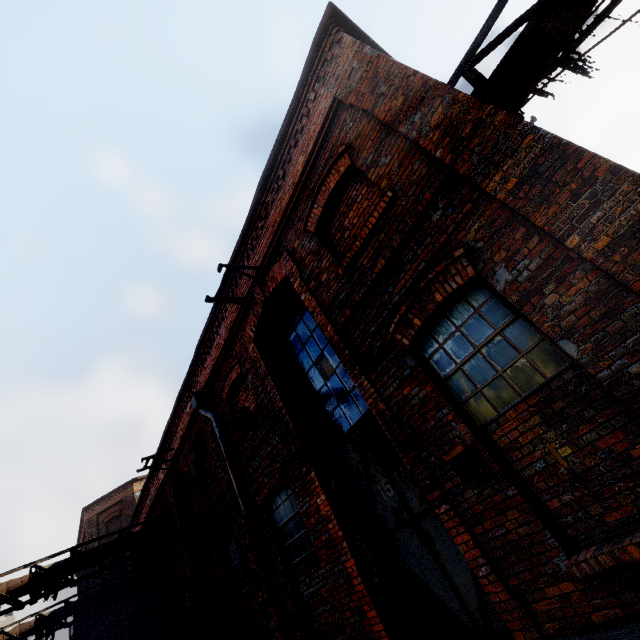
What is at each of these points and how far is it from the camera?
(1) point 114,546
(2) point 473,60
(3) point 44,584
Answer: (1) pipe, 11.1m
(2) scaffolding, 3.9m
(3) pipe, 9.9m

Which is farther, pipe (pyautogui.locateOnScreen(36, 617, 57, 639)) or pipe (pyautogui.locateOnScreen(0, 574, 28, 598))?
pipe (pyautogui.locateOnScreen(36, 617, 57, 639))

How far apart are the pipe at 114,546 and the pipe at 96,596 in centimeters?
671cm

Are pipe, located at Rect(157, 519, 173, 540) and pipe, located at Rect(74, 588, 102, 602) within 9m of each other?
yes

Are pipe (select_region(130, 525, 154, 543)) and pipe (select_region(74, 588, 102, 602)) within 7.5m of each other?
yes

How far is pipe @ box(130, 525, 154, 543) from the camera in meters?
11.6 m

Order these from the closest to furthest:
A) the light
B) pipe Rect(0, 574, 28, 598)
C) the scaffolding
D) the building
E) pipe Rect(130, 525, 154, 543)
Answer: the building < the scaffolding < the light < pipe Rect(0, 574, 28, 598) < pipe Rect(130, 525, 154, 543)

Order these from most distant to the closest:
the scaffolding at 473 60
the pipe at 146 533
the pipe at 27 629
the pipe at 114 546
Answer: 1. the pipe at 27 629
2. the pipe at 146 533
3. the pipe at 114 546
4. the scaffolding at 473 60
